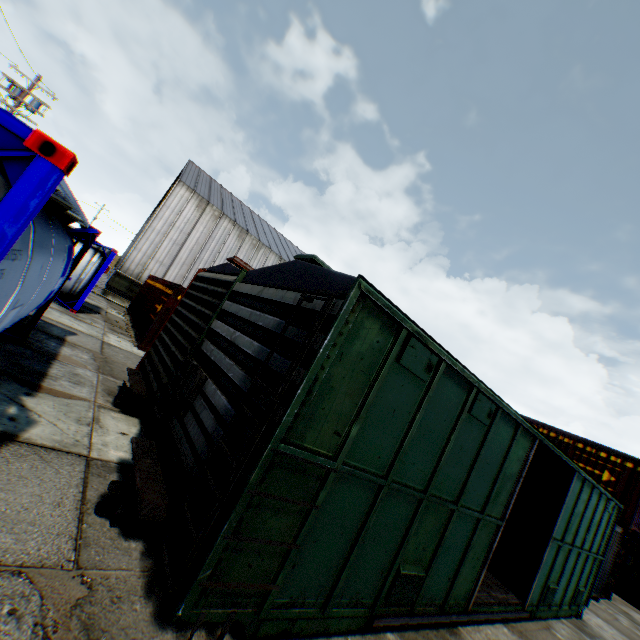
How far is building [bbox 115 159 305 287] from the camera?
26.0 meters

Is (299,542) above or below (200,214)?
below

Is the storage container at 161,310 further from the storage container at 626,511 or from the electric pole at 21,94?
the electric pole at 21,94

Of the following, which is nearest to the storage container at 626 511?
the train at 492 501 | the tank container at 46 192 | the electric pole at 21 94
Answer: the train at 492 501

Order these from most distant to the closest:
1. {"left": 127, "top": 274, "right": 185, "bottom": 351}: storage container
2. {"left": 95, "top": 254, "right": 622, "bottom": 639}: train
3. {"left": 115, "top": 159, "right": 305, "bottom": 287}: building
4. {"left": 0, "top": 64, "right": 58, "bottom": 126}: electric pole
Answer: {"left": 115, "top": 159, "right": 305, "bottom": 287}: building, {"left": 0, "top": 64, "right": 58, "bottom": 126}: electric pole, {"left": 127, "top": 274, "right": 185, "bottom": 351}: storage container, {"left": 95, "top": 254, "right": 622, "bottom": 639}: train

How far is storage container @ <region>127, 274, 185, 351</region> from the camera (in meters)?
12.84

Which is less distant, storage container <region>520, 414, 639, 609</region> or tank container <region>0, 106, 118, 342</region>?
tank container <region>0, 106, 118, 342</region>

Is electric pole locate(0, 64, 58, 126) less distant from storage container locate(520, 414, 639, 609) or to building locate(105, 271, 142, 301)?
building locate(105, 271, 142, 301)
